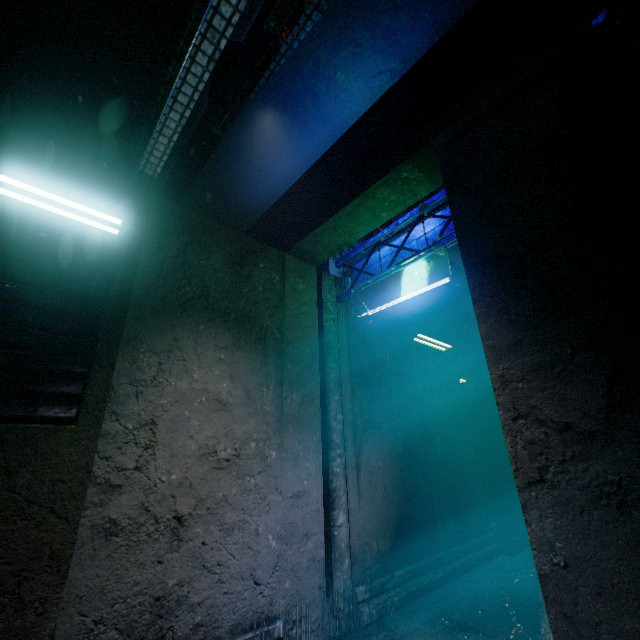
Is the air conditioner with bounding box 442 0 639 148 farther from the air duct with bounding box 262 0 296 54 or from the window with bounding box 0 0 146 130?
the window with bounding box 0 0 146 130

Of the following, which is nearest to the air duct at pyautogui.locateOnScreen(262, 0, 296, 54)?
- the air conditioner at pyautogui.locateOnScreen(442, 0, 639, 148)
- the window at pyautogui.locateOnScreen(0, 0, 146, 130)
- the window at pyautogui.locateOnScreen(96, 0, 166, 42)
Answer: the air conditioner at pyautogui.locateOnScreen(442, 0, 639, 148)

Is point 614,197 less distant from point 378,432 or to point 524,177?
point 524,177

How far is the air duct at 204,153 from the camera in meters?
3.1 m

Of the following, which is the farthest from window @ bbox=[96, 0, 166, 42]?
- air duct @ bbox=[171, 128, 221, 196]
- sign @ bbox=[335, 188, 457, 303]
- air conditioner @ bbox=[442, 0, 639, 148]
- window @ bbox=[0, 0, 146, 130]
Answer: air conditioner @ bbox=[442, 0, 639, 148]

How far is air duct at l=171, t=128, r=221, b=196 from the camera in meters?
3.1

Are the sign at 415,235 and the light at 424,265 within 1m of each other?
yes

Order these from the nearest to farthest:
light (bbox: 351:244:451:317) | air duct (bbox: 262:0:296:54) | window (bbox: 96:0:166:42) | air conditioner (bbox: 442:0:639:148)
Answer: air conditioner (bbox: 442:0:639:148) → light (bbox: 351:244:451:317) → air duct (bbox: 262:0:296:54) → window (bbox: 96:0:166:42)
